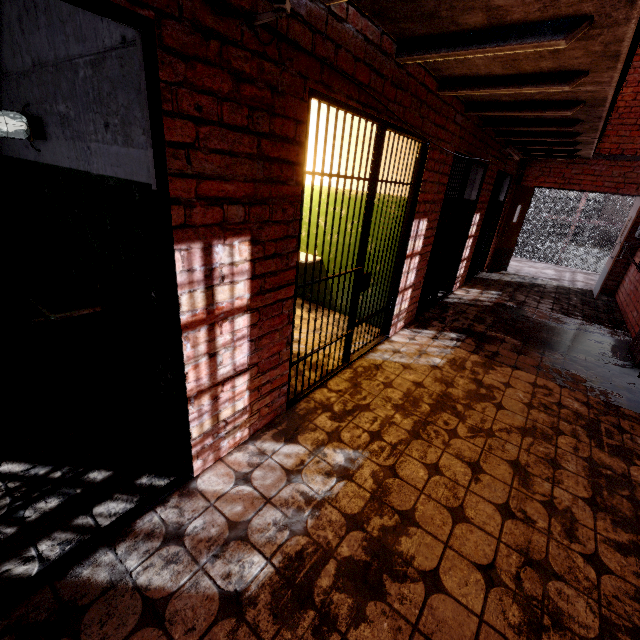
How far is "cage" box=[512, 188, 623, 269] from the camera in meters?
9.9

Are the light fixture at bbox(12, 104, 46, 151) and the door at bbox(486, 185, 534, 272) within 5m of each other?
no

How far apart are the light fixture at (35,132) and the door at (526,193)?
8.7 meters

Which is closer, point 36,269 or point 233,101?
point 233,101

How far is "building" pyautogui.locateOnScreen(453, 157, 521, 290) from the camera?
6.01m

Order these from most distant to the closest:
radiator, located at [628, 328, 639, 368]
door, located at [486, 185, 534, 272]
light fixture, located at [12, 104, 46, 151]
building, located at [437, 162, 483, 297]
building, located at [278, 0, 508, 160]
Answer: door, located at [486, 185, 534, 272]
building, located at [437, 162, 483, 297]
radiator, located at [628, 328, 639, 368]
light fixture, located at [12, 104, 46, 151]
building, located at [278, 0, 508, 160]

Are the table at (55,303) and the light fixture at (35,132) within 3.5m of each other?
yes

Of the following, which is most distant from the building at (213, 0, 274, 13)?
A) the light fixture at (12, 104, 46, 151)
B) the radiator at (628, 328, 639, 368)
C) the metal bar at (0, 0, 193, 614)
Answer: the radiator at (628, 328, 639, 368)
